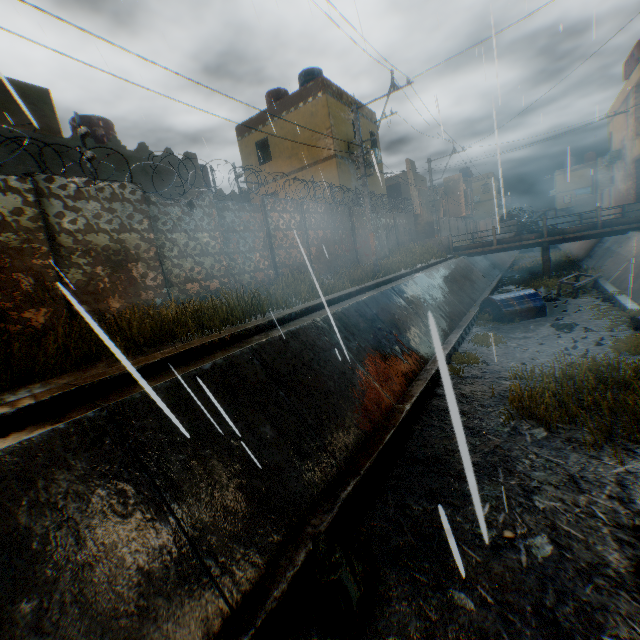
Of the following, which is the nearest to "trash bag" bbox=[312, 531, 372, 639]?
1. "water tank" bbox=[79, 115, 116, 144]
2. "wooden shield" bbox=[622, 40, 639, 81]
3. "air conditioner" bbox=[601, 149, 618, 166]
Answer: "water tank" bbox=[79, 115, 116, 144]

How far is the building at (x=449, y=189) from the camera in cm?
3862

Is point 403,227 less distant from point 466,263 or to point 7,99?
point 466,263

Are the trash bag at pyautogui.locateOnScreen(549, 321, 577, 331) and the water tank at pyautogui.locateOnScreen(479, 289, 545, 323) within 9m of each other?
yes

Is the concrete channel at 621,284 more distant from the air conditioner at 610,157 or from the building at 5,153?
the air conditioner at 610,157

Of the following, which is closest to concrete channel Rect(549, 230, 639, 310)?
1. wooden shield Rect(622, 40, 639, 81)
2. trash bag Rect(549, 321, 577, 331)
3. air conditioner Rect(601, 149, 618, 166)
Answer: trash bag Rect(549, 321, 577, 331)

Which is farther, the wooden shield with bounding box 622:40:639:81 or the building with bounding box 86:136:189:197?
the wooden shield with bounding box 622:40:639:81

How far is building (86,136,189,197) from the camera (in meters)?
11.34
